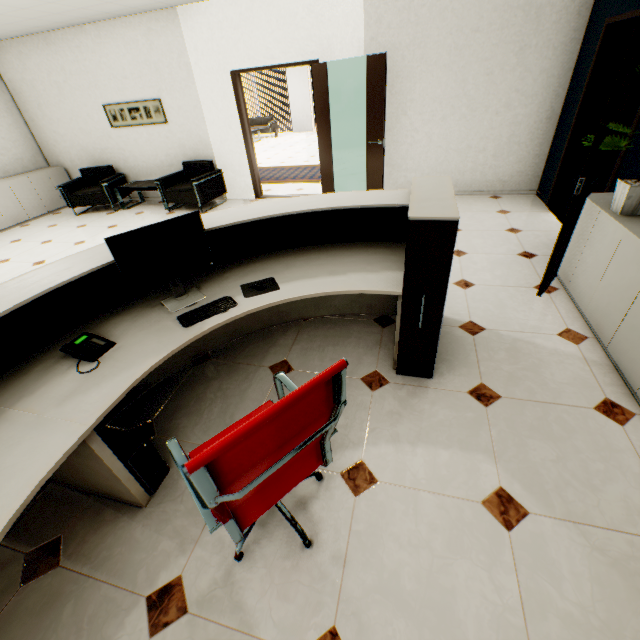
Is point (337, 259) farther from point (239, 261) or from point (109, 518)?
point (109, 518)

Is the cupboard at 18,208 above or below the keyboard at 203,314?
below

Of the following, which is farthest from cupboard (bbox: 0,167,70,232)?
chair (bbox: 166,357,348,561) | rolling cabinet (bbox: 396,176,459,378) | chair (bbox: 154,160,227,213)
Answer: rolling cabinet (bbox: 396,176,459,378)

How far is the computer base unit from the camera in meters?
1.7

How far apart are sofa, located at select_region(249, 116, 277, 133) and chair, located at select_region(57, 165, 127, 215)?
9.32m

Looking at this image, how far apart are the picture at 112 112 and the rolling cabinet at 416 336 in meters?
6.0 m

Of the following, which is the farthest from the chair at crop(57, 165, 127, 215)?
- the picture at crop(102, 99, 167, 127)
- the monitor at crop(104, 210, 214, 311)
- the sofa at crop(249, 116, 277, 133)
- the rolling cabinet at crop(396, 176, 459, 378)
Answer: the sofa at crop(249, 116, 277, 133)

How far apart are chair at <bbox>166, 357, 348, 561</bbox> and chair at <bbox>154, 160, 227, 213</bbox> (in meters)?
5.37
